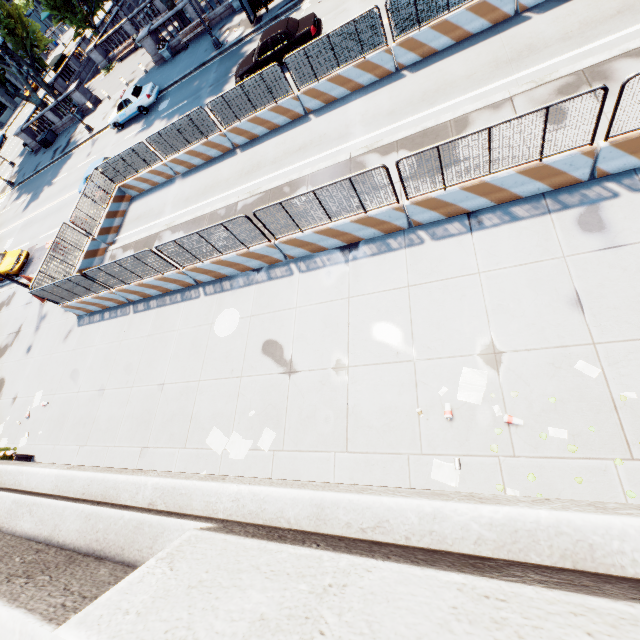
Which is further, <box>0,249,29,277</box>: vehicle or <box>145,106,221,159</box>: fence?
<box>0,249,29,277</box>: vehicle

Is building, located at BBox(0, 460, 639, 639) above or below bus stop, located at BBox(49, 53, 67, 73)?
above

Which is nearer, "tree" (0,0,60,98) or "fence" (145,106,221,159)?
"fence" (145,106,221,159)

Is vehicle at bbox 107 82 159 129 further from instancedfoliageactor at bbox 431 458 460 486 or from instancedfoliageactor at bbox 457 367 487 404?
instancedfoliageactor at bbox 431 458 460 486

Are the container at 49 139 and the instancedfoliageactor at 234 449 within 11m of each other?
no

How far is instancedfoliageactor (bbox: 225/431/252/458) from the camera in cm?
840

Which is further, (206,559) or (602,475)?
(602,475)

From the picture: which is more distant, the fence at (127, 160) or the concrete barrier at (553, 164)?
the fence at (127, 160)
